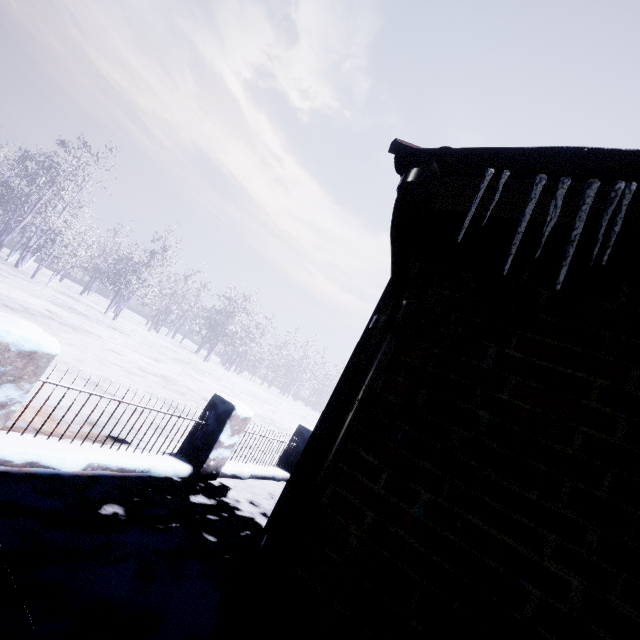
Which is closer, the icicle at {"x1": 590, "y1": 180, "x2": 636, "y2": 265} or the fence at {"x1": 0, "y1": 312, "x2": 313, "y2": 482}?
the icicle at {"x1": 590, "y1": 180, "x2": 636, "y2": 265}

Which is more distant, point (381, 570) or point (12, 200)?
point (12, 200)

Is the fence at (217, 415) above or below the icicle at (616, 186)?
below

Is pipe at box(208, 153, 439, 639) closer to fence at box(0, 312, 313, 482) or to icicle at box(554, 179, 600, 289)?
icicle at box(554, 179, 600, 289)

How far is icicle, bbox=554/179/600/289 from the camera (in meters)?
0.73

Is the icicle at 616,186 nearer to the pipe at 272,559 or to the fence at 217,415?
the pipe at 272,559
